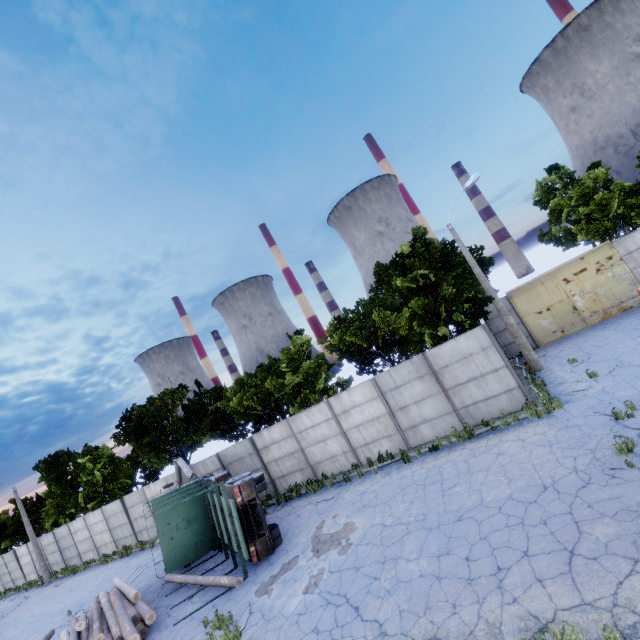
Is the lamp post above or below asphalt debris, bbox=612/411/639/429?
above

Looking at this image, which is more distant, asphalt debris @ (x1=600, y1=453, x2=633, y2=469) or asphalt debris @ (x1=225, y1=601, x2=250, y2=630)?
asphalt debris @ (x1=225, y1=601, x2=250, y2=630)

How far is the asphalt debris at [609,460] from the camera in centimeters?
760cm

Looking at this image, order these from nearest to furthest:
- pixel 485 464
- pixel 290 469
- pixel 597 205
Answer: pixel 485 464, pixel 290 469, pixel 597 205

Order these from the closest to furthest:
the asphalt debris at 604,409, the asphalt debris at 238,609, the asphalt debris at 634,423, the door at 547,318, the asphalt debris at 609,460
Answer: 1. the asphalt debris at 609,460
2. the asphalt debris at 634,423
3. the asphalt debris at 238,609
4. the asphalt debris at 604,409
5. the door at 547,318

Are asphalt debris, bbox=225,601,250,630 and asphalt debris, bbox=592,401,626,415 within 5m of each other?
no

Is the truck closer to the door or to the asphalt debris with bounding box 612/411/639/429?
the asphalt debris with bounding box 612/411/639/429

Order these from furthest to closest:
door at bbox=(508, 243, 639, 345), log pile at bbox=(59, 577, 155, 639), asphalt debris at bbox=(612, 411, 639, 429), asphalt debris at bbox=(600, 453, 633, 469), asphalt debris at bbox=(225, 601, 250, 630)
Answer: door at bbox=(508, 243, 639, 345) < log pile at bbox=(59, 577, 155, 639) < asphalt debris at bbox=(225, 601, 250, 630) < asphalt debris at bbox=(612, 411, 639, 429) < asphalt debris at bbox=(600, 453, 633, 469)
